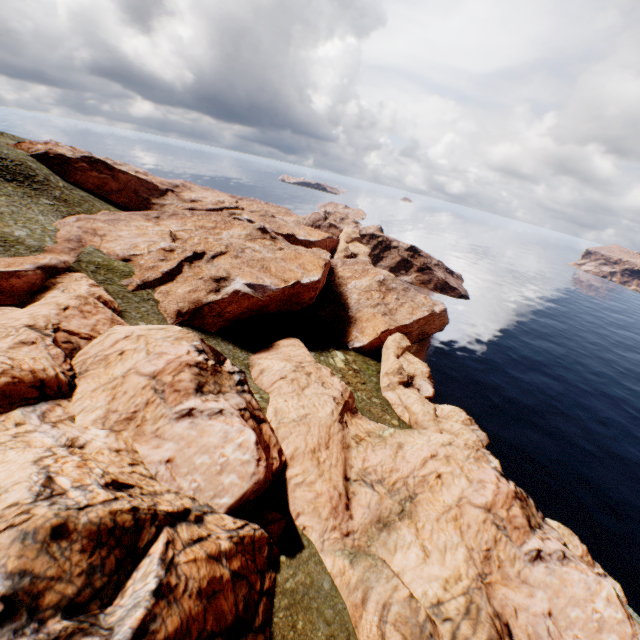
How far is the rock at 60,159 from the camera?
56.5m

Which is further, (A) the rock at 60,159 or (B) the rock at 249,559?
(A) the rock at 60,159

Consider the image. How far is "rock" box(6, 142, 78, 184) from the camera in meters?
56.5 m

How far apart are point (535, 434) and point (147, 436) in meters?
49.6 m

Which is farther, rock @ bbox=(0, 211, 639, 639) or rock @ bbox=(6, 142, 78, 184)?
rock @ bbox=(6, 142, 78, 184)
